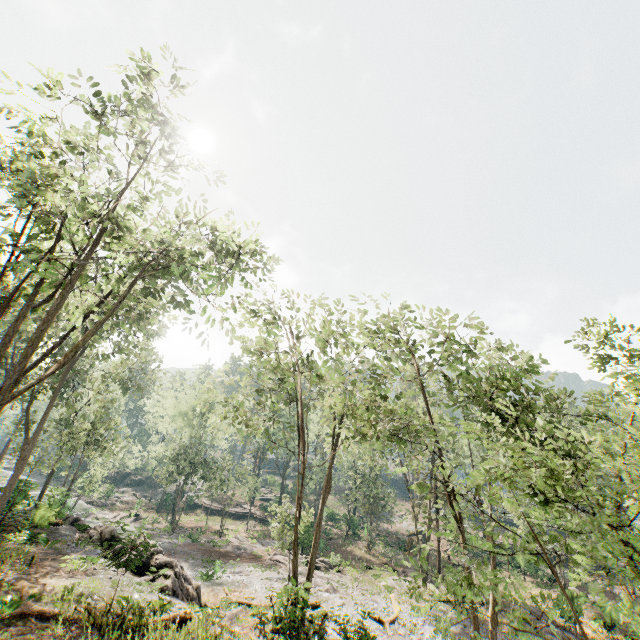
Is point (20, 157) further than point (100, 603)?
No

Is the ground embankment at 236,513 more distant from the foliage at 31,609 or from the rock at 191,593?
the rock at 191,593

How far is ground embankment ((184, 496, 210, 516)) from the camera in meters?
51.7 m

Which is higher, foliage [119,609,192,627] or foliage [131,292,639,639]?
foliage [131,292,639,639]

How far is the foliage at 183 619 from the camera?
11.7m

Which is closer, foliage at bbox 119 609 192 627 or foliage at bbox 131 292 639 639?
foliage at bbox 131 292 639 639

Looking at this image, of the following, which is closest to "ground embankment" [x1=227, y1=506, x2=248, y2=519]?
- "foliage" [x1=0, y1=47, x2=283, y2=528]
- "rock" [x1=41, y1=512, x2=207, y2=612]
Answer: "foliage" [x1=0, y1=47, x2=283, y2=528]
